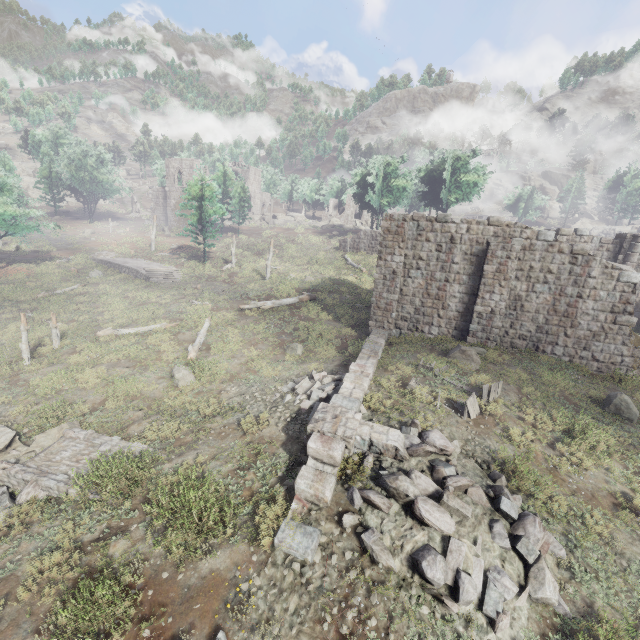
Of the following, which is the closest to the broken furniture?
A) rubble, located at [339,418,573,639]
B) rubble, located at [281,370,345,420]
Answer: rubble, located at [339,418,573,639]

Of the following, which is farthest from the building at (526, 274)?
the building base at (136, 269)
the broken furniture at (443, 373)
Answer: the building base at (136, 269)

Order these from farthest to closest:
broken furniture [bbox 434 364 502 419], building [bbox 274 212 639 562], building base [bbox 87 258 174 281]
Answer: building base [bbox 87 258 174 281], broken furniture [bbox 434 364 502 419], building [bbox 274 212 639 562]

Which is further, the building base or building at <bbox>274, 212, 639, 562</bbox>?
the building base

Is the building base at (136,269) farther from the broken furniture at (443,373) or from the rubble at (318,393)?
the broken furniture at (443,373)

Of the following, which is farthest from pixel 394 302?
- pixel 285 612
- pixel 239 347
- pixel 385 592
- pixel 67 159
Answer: pixel 67 159

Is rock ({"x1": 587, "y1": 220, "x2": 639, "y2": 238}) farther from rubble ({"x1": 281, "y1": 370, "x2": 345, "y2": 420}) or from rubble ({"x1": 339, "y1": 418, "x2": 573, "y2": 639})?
rubble ({"x1": 281, "y1": 370, "x2": 345, "y2": 420})

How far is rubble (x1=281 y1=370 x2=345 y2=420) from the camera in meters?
11.1 m
